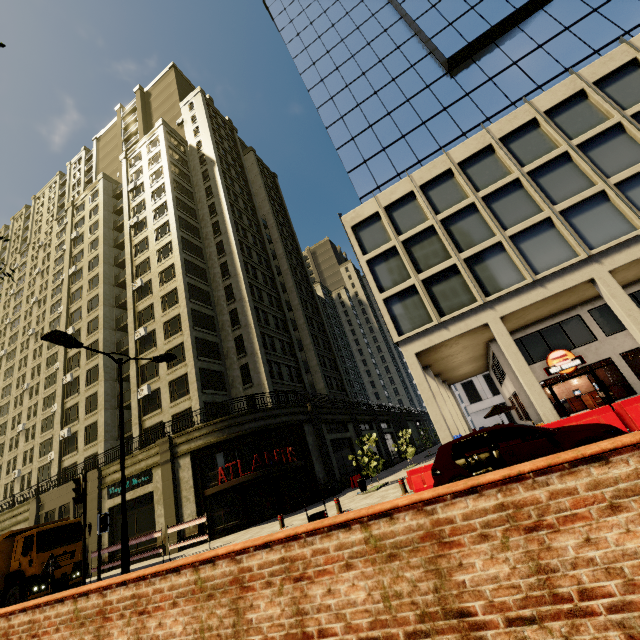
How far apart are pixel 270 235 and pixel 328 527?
49.47m

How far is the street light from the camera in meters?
9.3 m

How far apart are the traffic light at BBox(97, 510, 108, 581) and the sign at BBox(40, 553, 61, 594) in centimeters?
103cm

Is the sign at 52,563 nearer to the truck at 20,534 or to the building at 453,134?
the truck at 20,534

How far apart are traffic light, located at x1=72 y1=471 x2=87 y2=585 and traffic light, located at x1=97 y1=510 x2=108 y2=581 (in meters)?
0.29

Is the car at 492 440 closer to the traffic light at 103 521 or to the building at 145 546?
the building at 145 546

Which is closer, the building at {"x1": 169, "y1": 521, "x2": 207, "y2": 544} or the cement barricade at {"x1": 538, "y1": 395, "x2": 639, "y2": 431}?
the cement barricade at {"x1": 538, "y1": 395, "x2": 639, "y2": 431}

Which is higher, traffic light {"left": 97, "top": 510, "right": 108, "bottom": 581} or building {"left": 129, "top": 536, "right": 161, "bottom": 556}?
traffic light {"left": 97, "top": 510, "right": 108, "bottom": 581}
